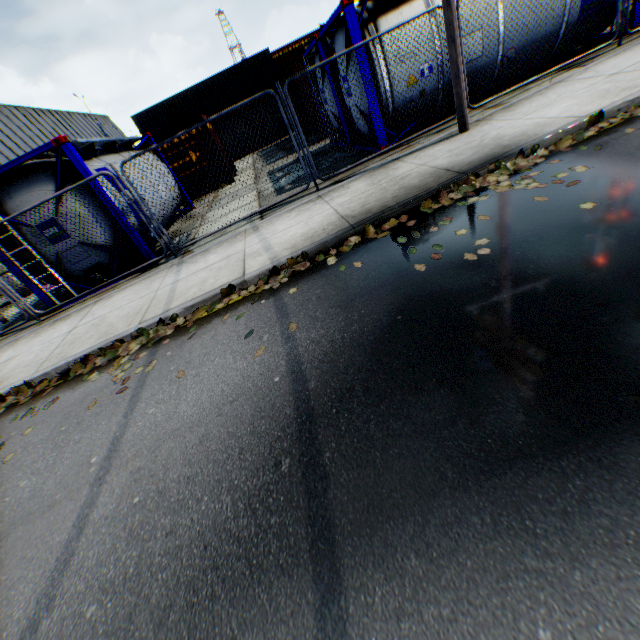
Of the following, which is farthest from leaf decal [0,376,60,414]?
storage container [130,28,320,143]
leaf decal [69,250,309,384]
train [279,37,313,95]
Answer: storage container [130,28,320,143]

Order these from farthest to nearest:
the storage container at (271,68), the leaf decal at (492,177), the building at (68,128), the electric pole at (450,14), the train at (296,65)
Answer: the building at (68,128) → the storage container at (271,68) → the train at (296,65) → the electric pole at (450,14) → the leaf decal at (492,177)

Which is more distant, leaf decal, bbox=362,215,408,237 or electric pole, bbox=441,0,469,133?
electric pole, bbox=441,0,469,133

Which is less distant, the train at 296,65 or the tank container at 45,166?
the tank container at 45,166

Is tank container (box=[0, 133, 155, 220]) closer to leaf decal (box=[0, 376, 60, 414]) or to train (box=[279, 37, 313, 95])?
leaf decal (box=[0, 376, 60, 414])

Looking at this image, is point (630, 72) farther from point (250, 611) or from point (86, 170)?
point (86, 170)

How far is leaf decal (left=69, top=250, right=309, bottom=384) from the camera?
4.7m

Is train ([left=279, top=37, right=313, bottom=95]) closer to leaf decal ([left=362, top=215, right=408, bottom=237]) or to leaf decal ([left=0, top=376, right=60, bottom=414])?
leaf decal ([left=362, top=215, right=408, bottom=237])
